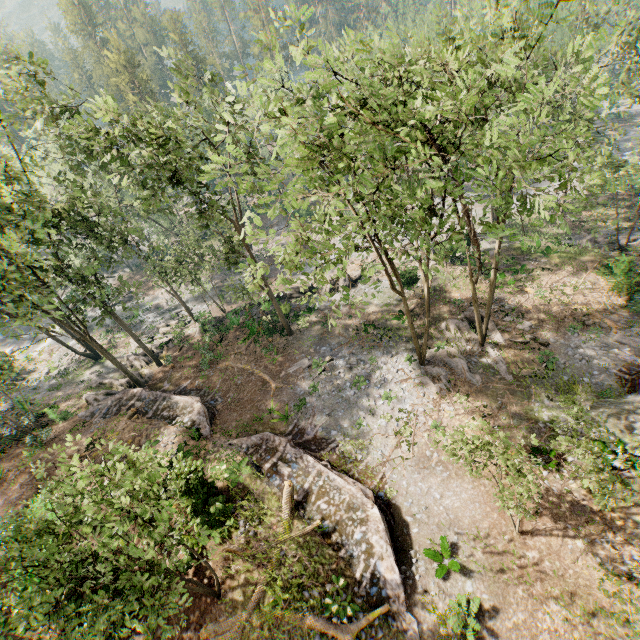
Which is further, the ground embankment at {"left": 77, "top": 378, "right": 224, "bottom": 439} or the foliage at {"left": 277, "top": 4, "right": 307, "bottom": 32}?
the ground embankment at {"left": 77, "top": 378, "right": 224, "bottom": 439}

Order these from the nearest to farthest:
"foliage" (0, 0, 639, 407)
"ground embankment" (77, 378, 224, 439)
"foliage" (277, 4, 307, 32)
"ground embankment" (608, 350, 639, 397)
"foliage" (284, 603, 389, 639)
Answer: "foliage" (0, 0, 639, 407), "foliage" (277, 4, 307, 32), "foliage" (284, 603, 389, 639), "ground embankment" (608, 350, 639, 397), "ground embankment" (77, 378, 224, 439)

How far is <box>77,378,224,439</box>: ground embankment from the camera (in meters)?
21.91

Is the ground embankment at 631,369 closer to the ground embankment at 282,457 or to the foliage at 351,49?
the ground embankment at 282,457

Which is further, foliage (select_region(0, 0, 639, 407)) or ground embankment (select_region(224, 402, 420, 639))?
ground embankment (select_region(224, 402, 420, 639))

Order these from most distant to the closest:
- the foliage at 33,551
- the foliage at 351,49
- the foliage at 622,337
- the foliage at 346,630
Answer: the foliage at 622,337 → the foliage at 346,630 → the foliage at 351,49 → the foliage at 33,551

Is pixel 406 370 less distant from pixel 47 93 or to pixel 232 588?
pixel 232 588

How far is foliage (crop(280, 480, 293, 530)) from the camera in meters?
15.1 m
